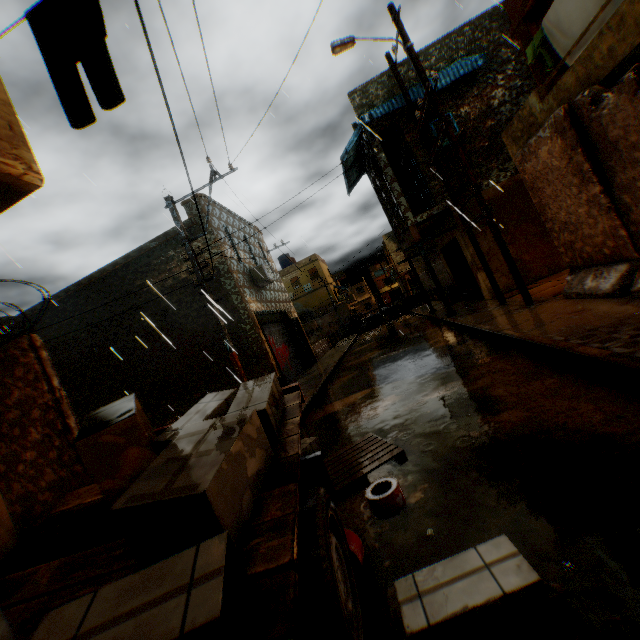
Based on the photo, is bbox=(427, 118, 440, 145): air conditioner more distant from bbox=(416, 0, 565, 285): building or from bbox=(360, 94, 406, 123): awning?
bbox=(360, 94, 406, 123): awning

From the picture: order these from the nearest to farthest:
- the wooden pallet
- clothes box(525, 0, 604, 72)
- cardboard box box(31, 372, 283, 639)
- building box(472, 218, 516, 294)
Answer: cardboard box box(31, 372, 283, 639) → the wooden pallet → clothes box(525, 0, 604, 72) → building box(472, 218, 516, 294)

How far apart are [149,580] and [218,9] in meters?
14.7

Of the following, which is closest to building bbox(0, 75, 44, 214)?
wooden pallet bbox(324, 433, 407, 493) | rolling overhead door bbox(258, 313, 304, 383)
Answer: rolling overhead door bbox(258, 313, 304, 383)

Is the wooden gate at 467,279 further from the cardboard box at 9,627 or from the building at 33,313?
the cardboard box at 9,627

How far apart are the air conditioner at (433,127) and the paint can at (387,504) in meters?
11.9

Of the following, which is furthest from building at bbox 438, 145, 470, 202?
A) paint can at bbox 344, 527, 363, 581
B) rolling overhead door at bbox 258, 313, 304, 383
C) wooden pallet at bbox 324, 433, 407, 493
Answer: paint can at bbox 344, 527, 363, 581
